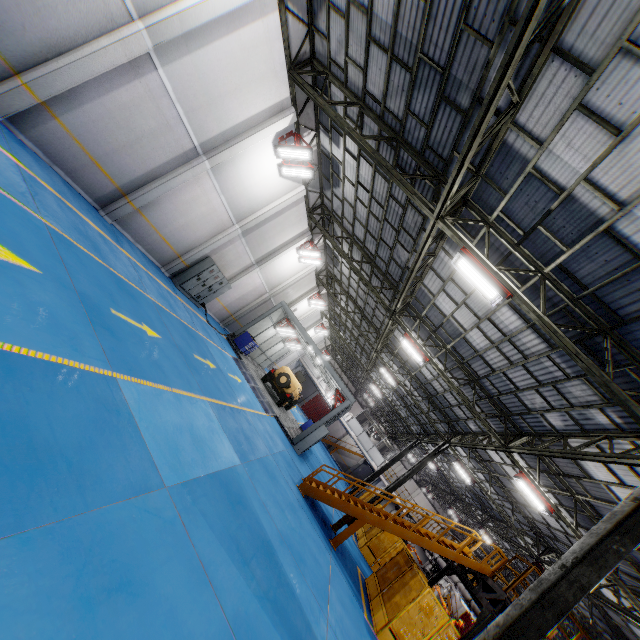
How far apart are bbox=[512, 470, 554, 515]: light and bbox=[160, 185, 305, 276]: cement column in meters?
16.0

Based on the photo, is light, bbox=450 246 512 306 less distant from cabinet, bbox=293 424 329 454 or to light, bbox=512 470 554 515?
light, bbox=512 470 554 515

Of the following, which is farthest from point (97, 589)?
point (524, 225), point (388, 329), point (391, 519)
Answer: point (388, 329)

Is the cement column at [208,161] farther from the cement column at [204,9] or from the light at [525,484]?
the light at [525,484]

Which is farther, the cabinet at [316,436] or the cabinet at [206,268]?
the cabinet at [316,436]

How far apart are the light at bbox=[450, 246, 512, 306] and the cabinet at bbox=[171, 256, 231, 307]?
11.4m

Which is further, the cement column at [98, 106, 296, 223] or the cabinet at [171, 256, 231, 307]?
the cabinet at [171, 256, 231, 307]

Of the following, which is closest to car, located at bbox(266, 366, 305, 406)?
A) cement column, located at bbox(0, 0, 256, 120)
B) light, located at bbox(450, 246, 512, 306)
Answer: light, located at bbox(450, 246, 512, 306)
